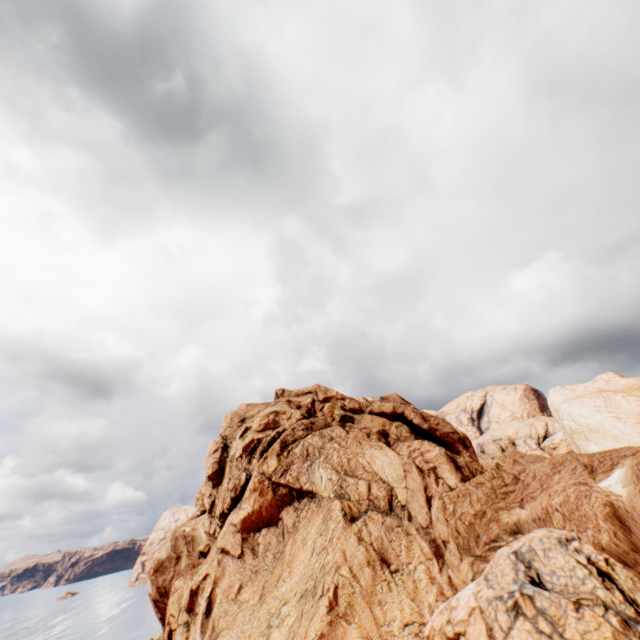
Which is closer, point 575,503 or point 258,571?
point 575,503
